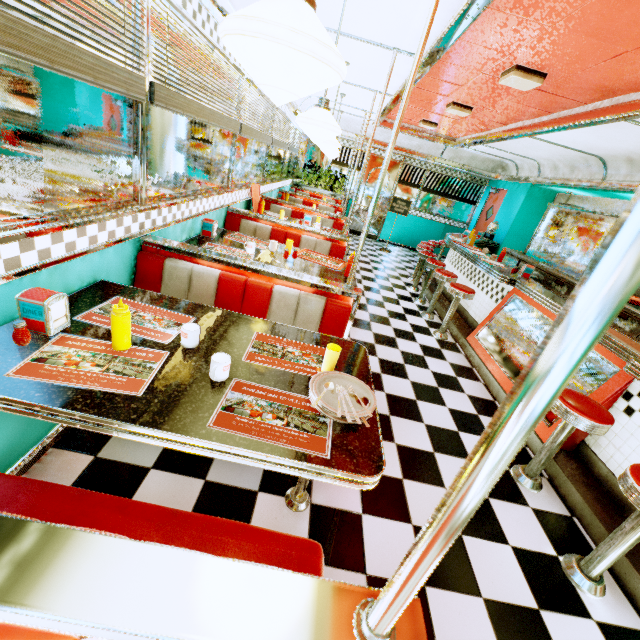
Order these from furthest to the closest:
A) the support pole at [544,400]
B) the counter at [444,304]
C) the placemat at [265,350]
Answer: the counter at [444,304] < the placemat at [265,350] < the support pole at [544,400]

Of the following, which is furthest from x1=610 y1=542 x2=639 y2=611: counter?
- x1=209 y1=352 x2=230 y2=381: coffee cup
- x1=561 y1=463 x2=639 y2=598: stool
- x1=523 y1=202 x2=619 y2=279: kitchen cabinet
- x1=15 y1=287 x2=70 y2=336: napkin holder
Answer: x1=15 y1=287 x2=70 y2=336: napkin holder

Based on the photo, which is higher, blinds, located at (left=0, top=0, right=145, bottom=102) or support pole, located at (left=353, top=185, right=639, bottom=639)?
blinds, located at (left=0, top=0, right=145, bottom=102)

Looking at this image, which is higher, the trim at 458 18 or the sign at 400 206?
the trim at 458 18

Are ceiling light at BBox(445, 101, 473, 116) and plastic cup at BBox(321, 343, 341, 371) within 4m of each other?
no

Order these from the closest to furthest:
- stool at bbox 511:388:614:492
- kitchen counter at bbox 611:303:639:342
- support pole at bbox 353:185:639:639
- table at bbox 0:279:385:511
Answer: support pole at bbox 353:185:639:639
table at bbox 0:279:385:511
stool at bbox 511:388:614:492
kitchen counter at bbox 611:303:639:342

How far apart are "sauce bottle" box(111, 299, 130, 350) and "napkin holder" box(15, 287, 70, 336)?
0.2 meters

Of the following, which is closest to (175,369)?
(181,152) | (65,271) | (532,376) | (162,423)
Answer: (162,423)
